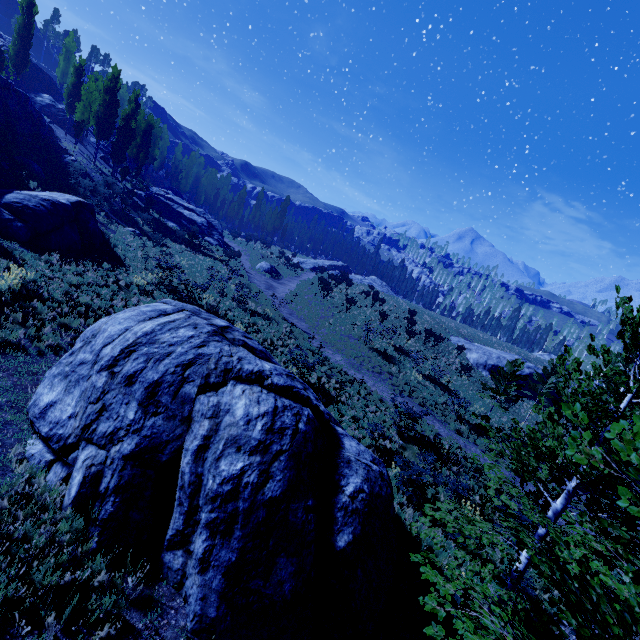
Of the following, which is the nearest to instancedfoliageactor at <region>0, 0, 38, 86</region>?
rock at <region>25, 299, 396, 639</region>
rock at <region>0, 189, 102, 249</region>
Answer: rock at <region>25, 299, 396, 639</region>

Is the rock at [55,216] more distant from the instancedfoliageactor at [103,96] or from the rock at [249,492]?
the instancedfoliageactor at [103,96]

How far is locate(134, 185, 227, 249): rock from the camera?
39.8m

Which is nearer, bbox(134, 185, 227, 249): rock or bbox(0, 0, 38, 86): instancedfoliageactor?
bbox(0, 0, 38, 86): instancedfoliageactor

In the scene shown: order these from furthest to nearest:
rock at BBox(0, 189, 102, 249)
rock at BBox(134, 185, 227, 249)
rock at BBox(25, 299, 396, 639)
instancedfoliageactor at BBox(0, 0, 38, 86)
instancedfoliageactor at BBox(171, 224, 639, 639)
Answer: rock at BBox(134, 185, 227, 249) < instancedfoliageactor at BBox(0, 0, 38, 86) < rock at BBox(0, 189, 102, 249) < rock at BBox(25, 299, 396, 639) < instancedfoliageactor at BBox(171, 224, 639, 639)

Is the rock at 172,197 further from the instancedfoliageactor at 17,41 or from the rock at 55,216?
the rock at 55,216

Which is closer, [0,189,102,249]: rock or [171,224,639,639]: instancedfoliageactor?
[171,224,639,639]: instancedfoliageactor

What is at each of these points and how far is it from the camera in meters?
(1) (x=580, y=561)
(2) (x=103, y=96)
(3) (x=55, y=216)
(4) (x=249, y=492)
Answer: (1) instancedfoliageactor, 5.4 m
(2) instancedfoliageactor, 35.0 m
(3) rock, 16.7 m
(4) rock, 6.1 m
